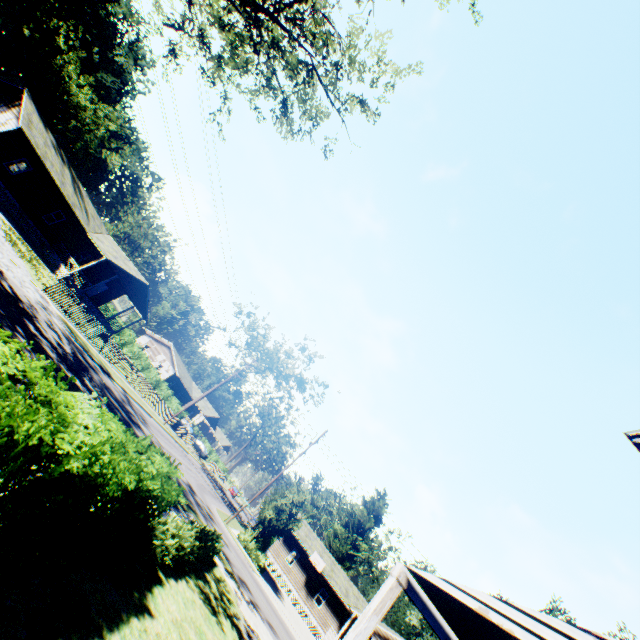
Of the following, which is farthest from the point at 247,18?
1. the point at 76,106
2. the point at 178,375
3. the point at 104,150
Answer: the point at 76,106

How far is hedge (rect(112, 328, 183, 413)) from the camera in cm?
4022

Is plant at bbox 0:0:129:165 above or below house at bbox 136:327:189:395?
above

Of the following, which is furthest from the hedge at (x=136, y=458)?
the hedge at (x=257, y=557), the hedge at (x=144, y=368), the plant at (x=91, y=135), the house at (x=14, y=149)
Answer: the hedge at (x=144, y=368)

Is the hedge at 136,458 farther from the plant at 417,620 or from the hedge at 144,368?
the hedge at 144,368

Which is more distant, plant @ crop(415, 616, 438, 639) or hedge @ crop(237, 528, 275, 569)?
plant @ crop(415, 616, 438, 639)

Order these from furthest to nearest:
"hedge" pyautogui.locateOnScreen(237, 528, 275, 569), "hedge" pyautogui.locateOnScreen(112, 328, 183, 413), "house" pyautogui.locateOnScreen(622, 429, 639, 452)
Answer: "hedge" pyautogui.locateOnScreen(112, 328, 183, 413), "hedge" pyautogui.locateOnScreen(237, 528, 275, 569), "house" pyautogui.locateOnScreen(622, 429, 639, 452)

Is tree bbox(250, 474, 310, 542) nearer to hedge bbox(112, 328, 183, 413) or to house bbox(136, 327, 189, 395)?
hedge bbox(112, 328, 183, 413)
